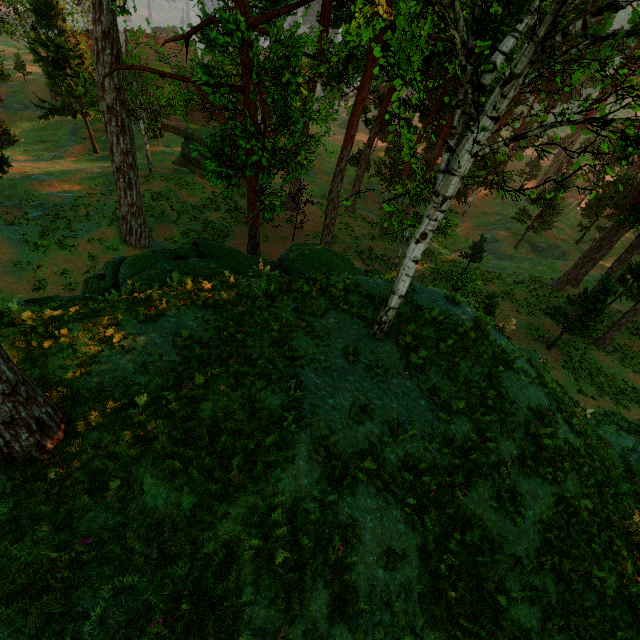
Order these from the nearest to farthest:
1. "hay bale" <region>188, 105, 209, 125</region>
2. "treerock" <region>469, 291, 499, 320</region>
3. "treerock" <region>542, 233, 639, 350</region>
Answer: "treerock" <region>469, 291, 499, 320</region> < "treerock" <region>542, 233, 639, 350</region> < "hay bale" <region>188, 105, 209, 125</region>

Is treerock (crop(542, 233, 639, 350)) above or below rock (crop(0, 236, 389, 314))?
below

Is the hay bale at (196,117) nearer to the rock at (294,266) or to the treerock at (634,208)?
the treerock at (634,208)

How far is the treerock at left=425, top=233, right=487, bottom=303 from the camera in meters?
20.2 m

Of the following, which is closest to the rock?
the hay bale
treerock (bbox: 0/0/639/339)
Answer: treerock (bbox: 0/0/639/339)

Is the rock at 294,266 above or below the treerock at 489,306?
above

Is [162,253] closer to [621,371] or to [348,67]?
[348,67]
